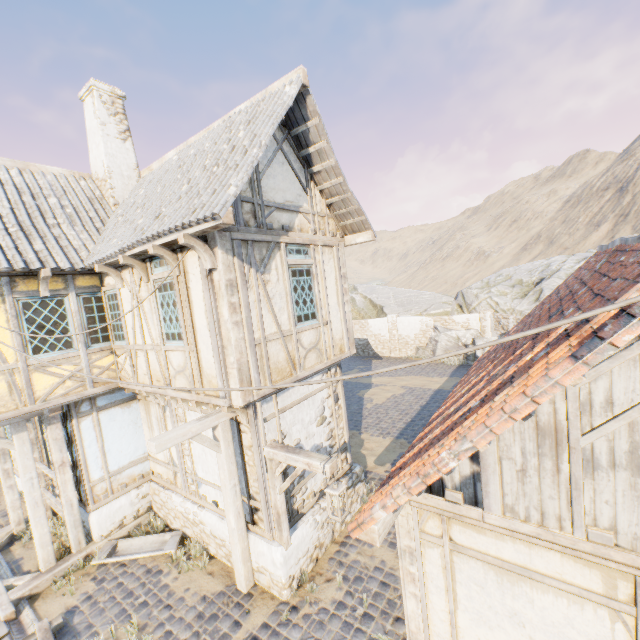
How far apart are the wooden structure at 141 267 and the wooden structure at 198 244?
1.9m

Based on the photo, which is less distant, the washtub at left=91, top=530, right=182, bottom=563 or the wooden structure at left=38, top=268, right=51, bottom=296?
the wooden structure at left=38, top=268, right=51, bottom=296

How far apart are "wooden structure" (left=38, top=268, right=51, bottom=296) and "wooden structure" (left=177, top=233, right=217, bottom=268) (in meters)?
3.89

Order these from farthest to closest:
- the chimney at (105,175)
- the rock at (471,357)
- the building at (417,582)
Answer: the rock at (471,357) < the chimney at (105,175) < the building at (417,582)

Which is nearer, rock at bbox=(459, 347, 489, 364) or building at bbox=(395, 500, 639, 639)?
building at bbox=(395, 500, 639, 639)

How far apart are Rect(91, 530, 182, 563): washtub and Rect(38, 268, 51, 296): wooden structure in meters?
6.2

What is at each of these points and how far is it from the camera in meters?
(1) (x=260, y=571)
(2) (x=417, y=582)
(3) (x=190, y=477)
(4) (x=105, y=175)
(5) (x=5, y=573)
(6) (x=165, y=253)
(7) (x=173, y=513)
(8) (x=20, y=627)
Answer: (1) stone foundation, 6.5 m
(2) building, 4.4 m
(3) building, 7.9 m
(4) chimney, 9.1 m
(5) stone gutter, 7.6 m
(6) wooden structure, 5.6 m
(7) stone foundation, 8.4 m
(8) stone gutter, 6.3 m

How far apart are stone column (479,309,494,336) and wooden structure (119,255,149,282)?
19.7m
